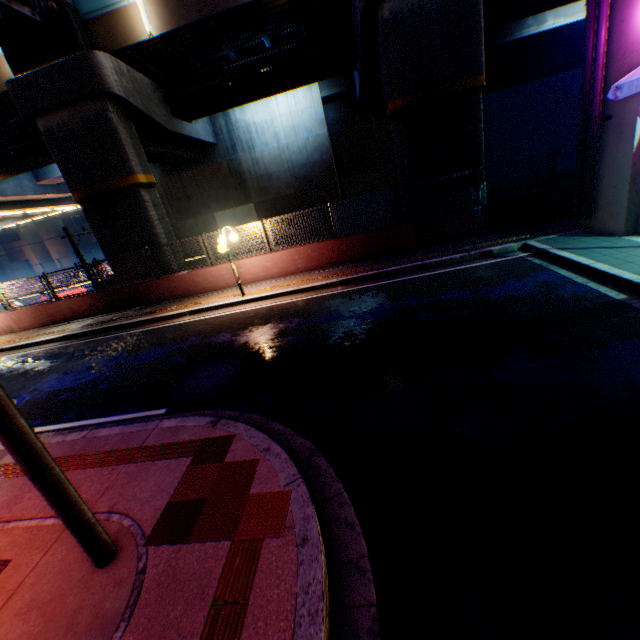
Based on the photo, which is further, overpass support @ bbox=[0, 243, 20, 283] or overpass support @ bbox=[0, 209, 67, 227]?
overpass support @ bbox=[0, 243, 20, 283]

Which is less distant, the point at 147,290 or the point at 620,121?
the point at 620,121

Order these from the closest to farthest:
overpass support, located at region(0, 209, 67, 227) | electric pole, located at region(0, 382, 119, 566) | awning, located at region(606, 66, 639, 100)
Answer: electric pole, located at region(0, 382, 119, 566), awning, located at region(606, 66, 639, 100), overpass support, located at region(0, 209, 67, 227)

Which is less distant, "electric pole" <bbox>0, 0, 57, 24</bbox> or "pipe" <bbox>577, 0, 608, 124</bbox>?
"electric pole" <bbox>0, 0, 57, 24</bbox>

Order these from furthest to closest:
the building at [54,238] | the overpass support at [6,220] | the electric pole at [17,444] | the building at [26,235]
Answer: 1. the building at [26,235]
2. the building at [54,238]
3. the overpass support at [6,220]
4. the electric pole at [17,444]

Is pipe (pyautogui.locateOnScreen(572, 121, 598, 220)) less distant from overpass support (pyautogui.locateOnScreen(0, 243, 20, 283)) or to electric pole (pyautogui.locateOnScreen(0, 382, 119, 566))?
overpass support (pyautogui.locateOnScreen(0, 243, 20, 283))

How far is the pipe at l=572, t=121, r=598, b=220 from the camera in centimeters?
812cm

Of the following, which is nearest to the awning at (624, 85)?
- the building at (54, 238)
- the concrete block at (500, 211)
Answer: the concrete block at (500, 211)
